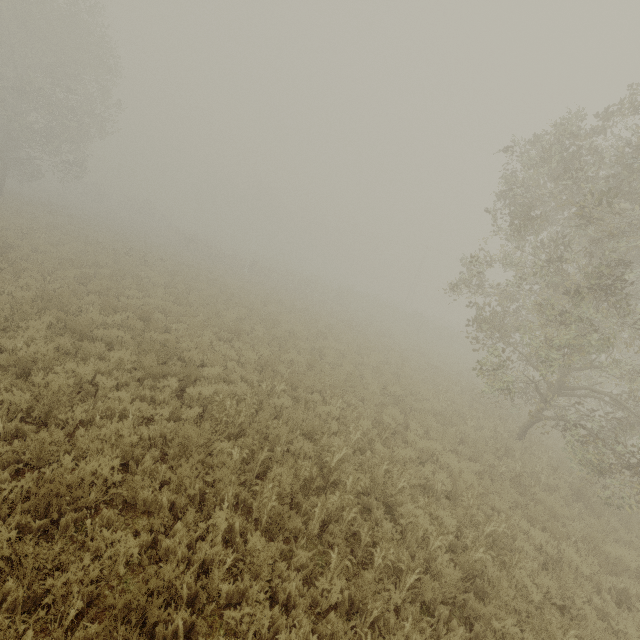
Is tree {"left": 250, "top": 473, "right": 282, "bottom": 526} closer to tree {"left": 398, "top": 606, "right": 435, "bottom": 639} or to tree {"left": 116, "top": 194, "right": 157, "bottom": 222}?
tree {"left": 398, "top": 606, "right": 435, "bottom": 639}

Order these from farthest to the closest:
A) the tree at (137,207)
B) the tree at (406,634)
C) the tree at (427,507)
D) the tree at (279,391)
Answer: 1. the tree at (137,207)
2. the tree at (279,391)
3. the tree at (427,507)
4. the tree at (406,634)

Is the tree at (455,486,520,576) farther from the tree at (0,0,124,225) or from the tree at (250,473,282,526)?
the tree at (0,0,124,225)

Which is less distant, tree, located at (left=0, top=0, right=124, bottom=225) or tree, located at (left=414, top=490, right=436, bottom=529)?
tree, located at (left=414, top=490, right=436, bottom=529)

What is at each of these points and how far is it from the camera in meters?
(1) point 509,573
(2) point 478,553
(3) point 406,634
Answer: (1) tree, 5.7 m
(2) tree, 5.6 m
(3) tree, 4.0 m

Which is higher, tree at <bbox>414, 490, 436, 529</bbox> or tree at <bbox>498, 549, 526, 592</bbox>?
tree at <bbox>414, 490, 436, 529</bbox>

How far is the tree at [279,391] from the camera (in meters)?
8.95
